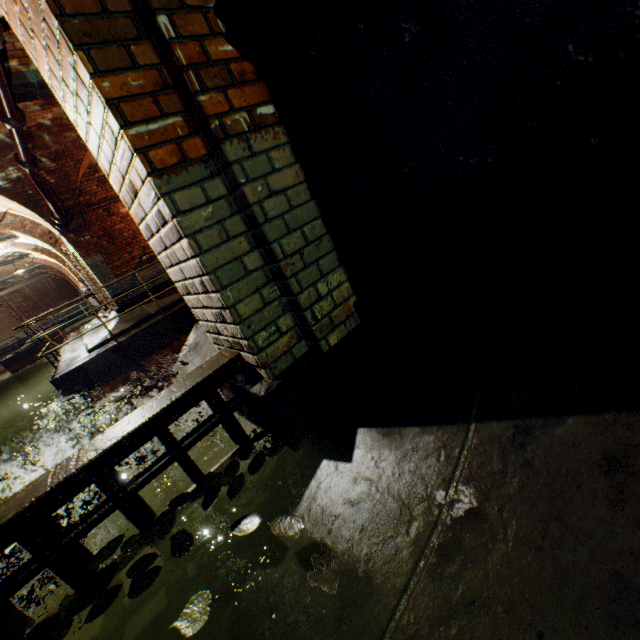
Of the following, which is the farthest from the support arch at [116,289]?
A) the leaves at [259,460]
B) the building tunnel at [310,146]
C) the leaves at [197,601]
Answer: the leaves at [197,601]

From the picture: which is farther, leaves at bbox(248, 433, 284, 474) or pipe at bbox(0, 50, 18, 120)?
pipe at bbox(0, 50, 18, 120)

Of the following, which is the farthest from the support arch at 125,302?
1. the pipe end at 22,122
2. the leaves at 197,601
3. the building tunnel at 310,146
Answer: the leaves at 197,601

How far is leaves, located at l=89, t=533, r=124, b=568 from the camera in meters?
1.5

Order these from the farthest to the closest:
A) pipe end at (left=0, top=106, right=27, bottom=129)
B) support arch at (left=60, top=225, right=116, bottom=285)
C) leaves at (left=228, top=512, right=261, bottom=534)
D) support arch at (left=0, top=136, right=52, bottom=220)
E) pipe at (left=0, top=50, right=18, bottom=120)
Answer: support arch at (left=60, top=225, right=116, bottom=285) → support arch at (left=0, top=136, right=52, bottom=220) → pipe end at (left=0, top=106, right=27, bottom=129) → pipe at (left=0, top=50, right=18, bottom=120) → leaves at (left=228, top=512, right=261, bottom=534)

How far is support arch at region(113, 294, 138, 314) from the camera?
9.55m

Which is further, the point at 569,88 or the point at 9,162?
the point at 9,162

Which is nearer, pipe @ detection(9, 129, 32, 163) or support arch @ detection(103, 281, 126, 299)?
pipe @ detection(9, 129, 32, 163)
